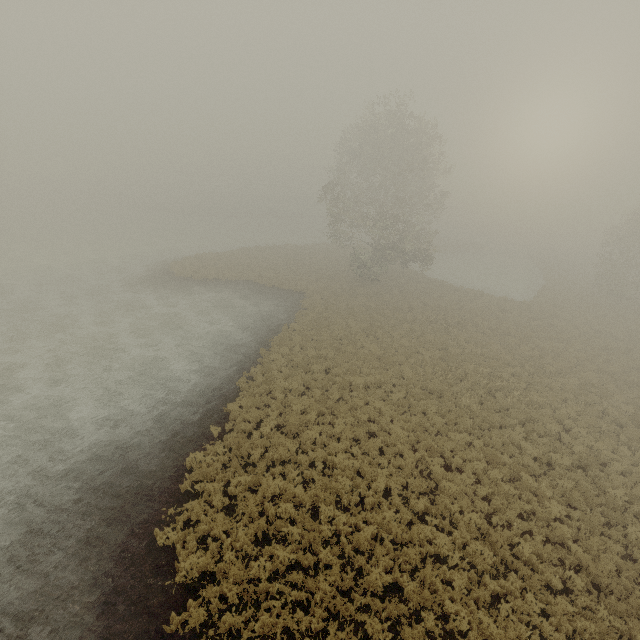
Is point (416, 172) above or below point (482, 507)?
above
